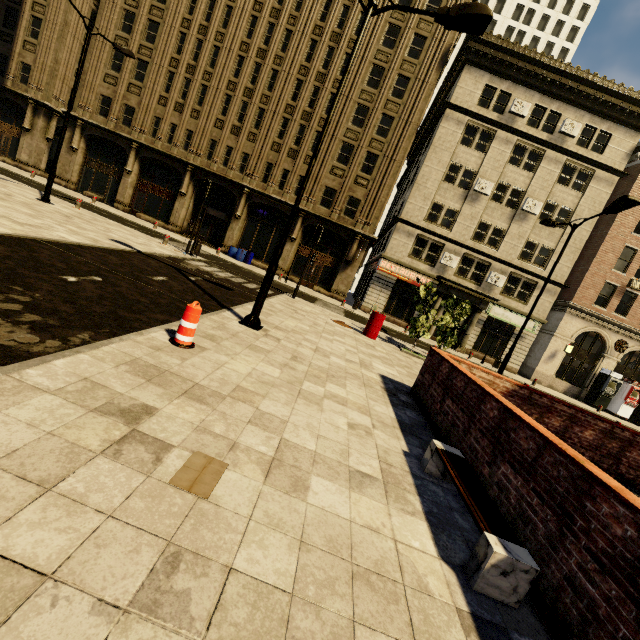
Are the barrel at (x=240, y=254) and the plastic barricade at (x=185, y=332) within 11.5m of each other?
no

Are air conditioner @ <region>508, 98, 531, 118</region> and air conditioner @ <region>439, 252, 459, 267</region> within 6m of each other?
no

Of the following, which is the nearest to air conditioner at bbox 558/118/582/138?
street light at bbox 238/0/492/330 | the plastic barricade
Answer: street light at bbox 238/0/492/330

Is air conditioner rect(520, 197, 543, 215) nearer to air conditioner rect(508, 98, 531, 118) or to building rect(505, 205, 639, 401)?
building rect(505, 205, 639, 401)

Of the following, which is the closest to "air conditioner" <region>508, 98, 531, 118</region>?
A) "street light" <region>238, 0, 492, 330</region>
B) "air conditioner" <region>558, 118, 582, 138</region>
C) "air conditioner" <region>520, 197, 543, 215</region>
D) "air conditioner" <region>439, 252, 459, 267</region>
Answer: "air conditioner" <region>558, 118, 582, 138</region>

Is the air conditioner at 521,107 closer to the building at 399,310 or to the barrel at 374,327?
the building at 399,310

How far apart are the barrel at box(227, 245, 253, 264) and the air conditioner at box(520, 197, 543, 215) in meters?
21.2 m

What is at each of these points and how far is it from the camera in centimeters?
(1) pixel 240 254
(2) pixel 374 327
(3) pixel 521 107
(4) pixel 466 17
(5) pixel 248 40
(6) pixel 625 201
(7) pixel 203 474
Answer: (1) barrel, 2580cm
(2) barrel, 1369cm
(3) air conditioner, 2369cm
(4) street light, 654cm
(5) building, 2503cm
(6) street light, 1069cm
(7) cardboard, 263cm
